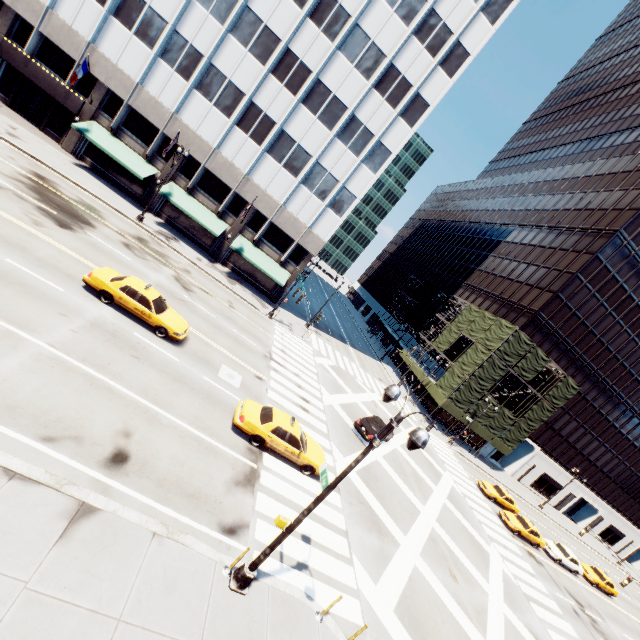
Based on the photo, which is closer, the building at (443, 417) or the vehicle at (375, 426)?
the vehicle at (375, 426)

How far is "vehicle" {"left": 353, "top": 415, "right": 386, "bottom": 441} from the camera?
22.6 meters

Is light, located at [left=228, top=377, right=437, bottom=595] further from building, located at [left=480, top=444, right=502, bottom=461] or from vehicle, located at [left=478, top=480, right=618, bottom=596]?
building, located at [left=480, top=444, right=502, bottom=461]

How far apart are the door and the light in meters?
39.2 m

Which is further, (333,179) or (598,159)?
(598,159)

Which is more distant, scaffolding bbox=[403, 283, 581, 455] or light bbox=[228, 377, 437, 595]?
scaffolding bbox=[403, 283, 581, 455]

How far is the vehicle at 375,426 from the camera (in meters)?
22.64

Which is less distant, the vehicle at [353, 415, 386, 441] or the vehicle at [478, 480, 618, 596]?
the vehicle at [353, 415, 386, 441]
